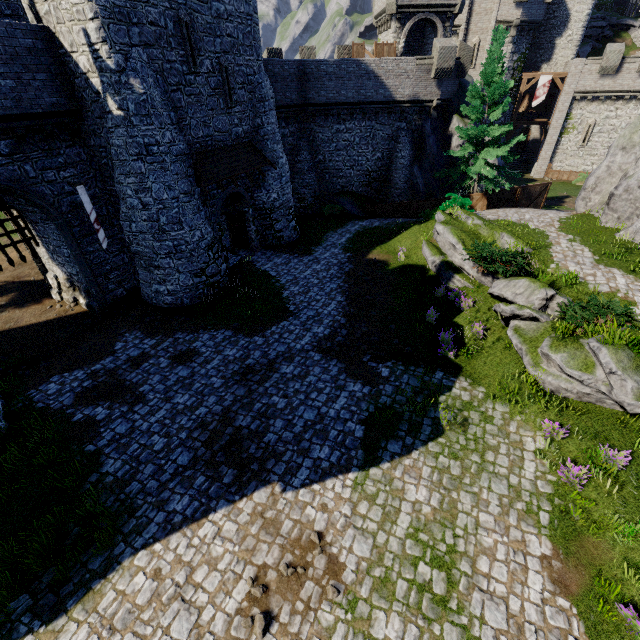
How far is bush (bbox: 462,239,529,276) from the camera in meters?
13.3

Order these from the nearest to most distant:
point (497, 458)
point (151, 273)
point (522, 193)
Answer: point (497, 458), point (151, 273), point (522, 193)

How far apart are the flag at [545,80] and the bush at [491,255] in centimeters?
3212cm

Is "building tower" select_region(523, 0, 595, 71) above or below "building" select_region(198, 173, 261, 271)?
above

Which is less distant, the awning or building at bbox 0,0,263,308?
building at bbox 0,0,263,308

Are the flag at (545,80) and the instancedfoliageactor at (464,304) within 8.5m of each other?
no

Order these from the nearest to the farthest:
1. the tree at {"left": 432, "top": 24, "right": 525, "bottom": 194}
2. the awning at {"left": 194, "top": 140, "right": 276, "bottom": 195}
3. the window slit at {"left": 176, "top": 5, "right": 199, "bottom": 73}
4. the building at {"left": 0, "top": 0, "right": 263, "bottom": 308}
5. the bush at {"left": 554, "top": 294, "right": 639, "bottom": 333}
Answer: the bush at {"left": 554, "top": 294, "right": 639, "bottom": 333}
the building at {"left": 0, "top": 0, "right": 263, "bottom": 308}
the window slit at {"left": 176, "top": 5, "right": 199, "bottom": 73}
the awning at {"left": 194, "top": 140, "right": 276, "bottom": 195}
the tree at {"left": 432, "top": 24, "right": 525, "bottom": 194}

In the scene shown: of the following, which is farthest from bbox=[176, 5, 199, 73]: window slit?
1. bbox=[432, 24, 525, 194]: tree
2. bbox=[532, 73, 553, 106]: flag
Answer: bbox=[532, 73, 553, 106]: flag
